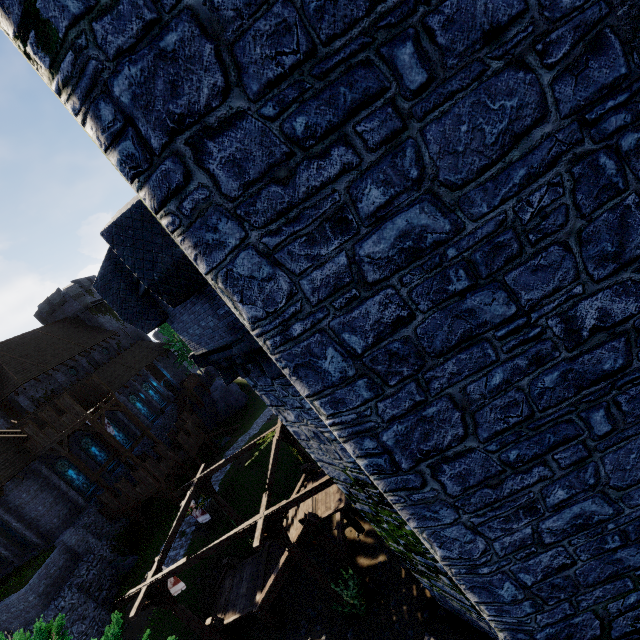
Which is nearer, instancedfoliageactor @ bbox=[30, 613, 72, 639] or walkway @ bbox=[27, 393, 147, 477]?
instancedfoliageactor @ bbox=[30, 613, 72, 639]

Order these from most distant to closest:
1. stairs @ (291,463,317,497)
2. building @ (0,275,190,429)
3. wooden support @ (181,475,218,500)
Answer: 1. building @ (0,275,190,429)
2. wooden support @ (181,475,218,500)
3. stairs @ (291,463,317,497)

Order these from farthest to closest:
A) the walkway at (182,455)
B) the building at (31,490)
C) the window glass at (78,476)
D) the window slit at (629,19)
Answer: the window glass at (78,476) < the walkway at (182,455) < the building at (31,490) < the window slit at (629,19)

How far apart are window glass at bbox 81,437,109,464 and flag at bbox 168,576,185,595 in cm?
2049

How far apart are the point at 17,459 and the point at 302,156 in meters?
34.9

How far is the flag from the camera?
14.6 meters

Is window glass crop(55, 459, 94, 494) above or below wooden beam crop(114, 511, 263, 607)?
above

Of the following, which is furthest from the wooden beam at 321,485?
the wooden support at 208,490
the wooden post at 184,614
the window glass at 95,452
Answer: the window glass at 95,452
